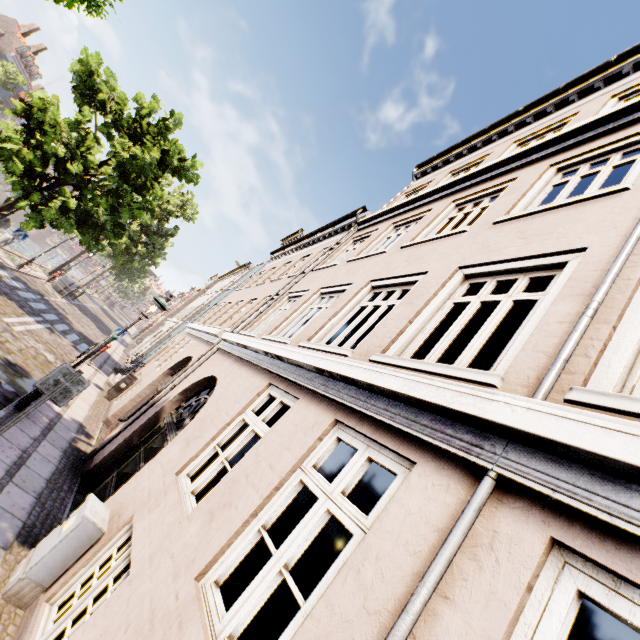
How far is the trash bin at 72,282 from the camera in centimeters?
2342cm

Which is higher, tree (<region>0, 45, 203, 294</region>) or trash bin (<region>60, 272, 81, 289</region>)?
tree (<region>0, 45, 203, 294</region>)

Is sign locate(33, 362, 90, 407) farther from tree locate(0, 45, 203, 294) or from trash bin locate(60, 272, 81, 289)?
trash bin locate(60, 272, 81, 289)

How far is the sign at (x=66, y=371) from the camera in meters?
4.7

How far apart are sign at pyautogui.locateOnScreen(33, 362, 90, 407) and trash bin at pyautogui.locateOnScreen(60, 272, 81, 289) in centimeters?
2390cm

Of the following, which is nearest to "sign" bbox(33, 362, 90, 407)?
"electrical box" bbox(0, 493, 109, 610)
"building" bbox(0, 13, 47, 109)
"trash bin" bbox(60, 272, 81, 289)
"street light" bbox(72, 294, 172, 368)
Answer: "electrical box" bbox(0, 493, 109, 610)

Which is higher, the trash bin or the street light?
the street light

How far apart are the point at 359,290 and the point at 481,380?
3.8 meters
